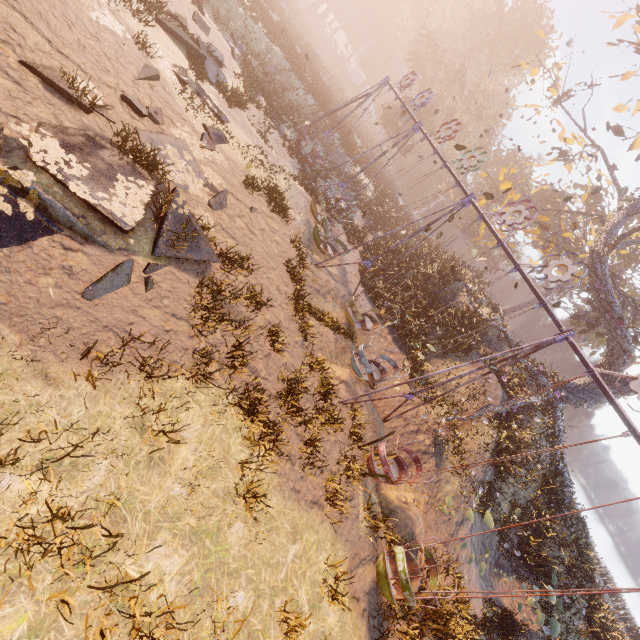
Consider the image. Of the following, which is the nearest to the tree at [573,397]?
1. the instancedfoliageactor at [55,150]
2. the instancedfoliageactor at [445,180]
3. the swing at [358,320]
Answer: the swing at [358,320]

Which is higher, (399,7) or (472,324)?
(399,7)

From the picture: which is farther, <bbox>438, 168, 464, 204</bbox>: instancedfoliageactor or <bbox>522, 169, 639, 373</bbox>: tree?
<bbox>438, 168, 464, 204</bbox>: instancedfoliageactor

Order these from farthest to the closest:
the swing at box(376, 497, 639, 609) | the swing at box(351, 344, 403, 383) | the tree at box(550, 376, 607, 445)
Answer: the tree at box(550, 376, 607, 445) < the swing at box(351, 344, 403, 383) < the swing at box(376, 497, 639, 609)

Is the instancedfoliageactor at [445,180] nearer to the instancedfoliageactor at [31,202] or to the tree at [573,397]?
the tree at [573,397]

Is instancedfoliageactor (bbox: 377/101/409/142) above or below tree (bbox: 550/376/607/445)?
below

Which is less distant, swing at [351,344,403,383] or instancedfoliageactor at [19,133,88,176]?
instancedfoliageactor at [19,133,88,176]
